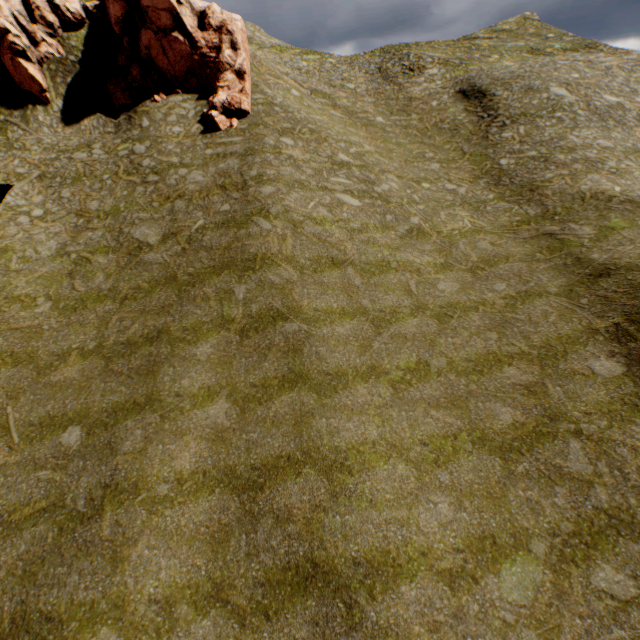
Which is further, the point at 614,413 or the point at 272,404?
the point at 272,404
